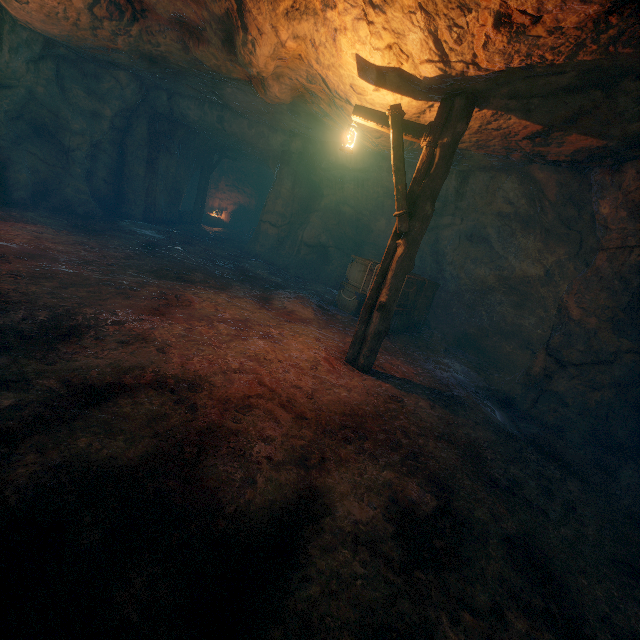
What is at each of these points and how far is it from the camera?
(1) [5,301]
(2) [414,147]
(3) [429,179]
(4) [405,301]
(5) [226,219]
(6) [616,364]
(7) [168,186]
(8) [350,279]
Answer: (1) burlap sack, 4.3m
(2) burlap sack, 7.9m
(3) lantern, 5.1m
(4) wooden box, 9.0m
(5) wooden box, 22.4m
(6) z, 6.0m
(7) cave, 15.6m
(8) wooden box, 9.9m

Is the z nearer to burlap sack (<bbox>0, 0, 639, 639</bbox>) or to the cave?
burlap sack (<bbox>0, 0, 639, 639</bbox>)

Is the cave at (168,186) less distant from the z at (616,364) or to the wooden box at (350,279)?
the wooden box at (350,279)

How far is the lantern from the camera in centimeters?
489cm

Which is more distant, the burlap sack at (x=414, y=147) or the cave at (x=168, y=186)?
the cave at (x=168, y=186)

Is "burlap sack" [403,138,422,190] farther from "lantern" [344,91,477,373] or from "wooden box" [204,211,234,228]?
"wooden box" [204,211,234,228]

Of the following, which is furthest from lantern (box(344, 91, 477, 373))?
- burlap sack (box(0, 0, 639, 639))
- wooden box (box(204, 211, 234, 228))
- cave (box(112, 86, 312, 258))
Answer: wooden box (box(204, 211, 234, 228))

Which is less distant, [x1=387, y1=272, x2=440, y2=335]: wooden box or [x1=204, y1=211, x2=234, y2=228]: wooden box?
[x1=387, y1=272, x2=440, y2=335]: wooden box
